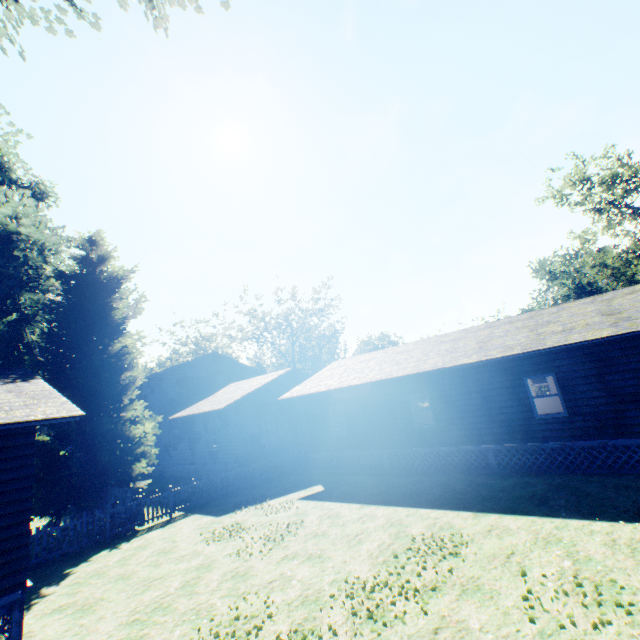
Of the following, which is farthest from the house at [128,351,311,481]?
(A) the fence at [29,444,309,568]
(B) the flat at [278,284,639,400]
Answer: (B) the flat at [278,284,639,400]

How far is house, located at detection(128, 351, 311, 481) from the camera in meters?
20.3

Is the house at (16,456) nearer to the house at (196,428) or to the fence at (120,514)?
the fence at (120,514)

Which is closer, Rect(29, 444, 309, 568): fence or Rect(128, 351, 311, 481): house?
Rect(29, 444, 309, 568): fence

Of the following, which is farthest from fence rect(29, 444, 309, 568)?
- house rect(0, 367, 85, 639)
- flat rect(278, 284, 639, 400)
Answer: flat rect(278, 284, 639, 400)

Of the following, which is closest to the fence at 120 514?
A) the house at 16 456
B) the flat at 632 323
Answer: the house at 16 456

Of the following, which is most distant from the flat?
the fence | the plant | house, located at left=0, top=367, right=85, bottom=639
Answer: house, located at left=0, top=367, right=85, bottom=639

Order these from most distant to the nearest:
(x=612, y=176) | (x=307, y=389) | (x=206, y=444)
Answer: (x=612, y=176)
(x=206, y=444)
(x=307, y=389)
